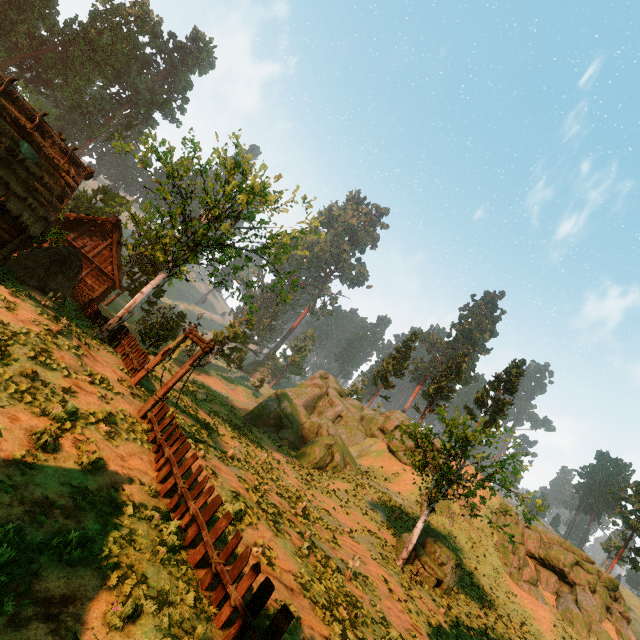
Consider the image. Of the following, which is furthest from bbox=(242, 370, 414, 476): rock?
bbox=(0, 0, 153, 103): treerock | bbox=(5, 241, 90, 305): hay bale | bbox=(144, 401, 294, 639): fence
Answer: bbox=(144, 401, 294, 639): fence

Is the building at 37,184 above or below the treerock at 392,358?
below

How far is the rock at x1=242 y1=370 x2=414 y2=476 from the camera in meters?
31.5 m

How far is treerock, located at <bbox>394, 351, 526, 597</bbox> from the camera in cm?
1862

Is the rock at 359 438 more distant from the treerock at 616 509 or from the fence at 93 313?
→ the fence at 93 313

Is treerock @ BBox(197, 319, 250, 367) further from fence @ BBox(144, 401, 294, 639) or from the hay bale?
fence @ BBox(144, 401, 294, 639)

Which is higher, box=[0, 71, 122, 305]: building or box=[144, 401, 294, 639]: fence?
→ box=[0, 71, 122, 305]: building

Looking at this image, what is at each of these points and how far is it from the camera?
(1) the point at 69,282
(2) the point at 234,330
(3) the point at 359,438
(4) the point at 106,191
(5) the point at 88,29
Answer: (1) hay bale, 19.59m
(2) treerock, 50.41m
(3) rock, 41.16m
(4) treerock, 50.25m
(5) treerock, 54.69m
